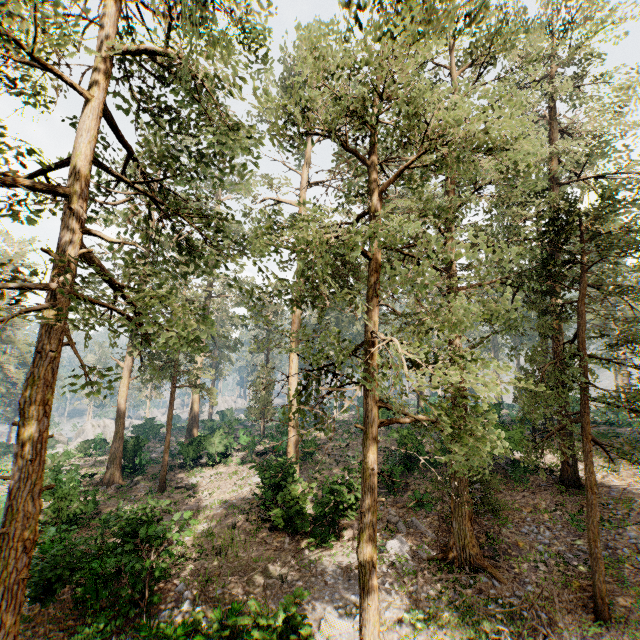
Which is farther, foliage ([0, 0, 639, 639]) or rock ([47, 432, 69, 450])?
rock ([47, 432, 69, 450])

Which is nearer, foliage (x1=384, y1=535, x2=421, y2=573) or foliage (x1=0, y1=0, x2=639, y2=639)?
foliage (x1=0, y1=0, x2=639, y2=639)

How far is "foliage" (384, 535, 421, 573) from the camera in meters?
13.2 m

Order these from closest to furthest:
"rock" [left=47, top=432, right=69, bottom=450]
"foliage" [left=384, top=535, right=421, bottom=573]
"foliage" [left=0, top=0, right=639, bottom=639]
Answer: "foliage" [left=0, top=0, right=639, bottom=639] < "foliage" [left=384, top=535, right=421, bottom=573] < "rock" [left=47, top=432, right=69, bottom=450]

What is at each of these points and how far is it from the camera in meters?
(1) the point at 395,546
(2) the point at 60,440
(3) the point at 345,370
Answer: (1) foliage, 14.5 m
(2) rock, 58.5 m
(3) foliage, 49.8 m

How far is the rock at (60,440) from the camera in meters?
47.0 m

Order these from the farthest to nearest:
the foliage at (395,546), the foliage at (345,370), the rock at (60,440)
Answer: the rock at (60,440), the foliage at (395,546), the foliage at (345,370)
